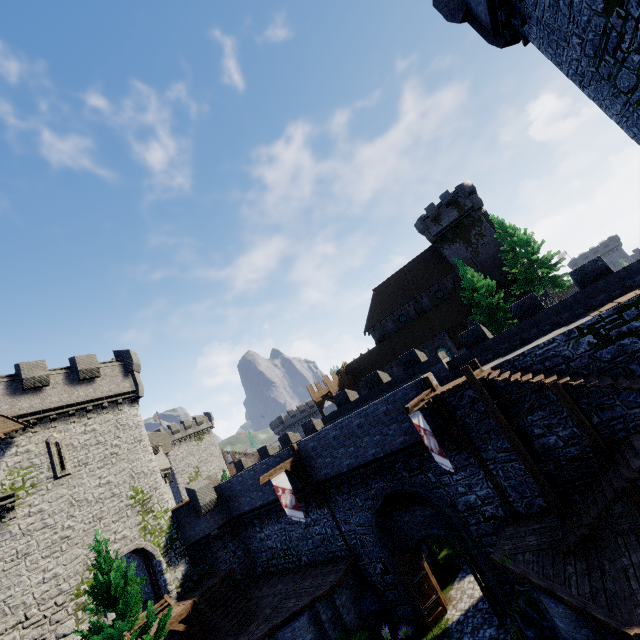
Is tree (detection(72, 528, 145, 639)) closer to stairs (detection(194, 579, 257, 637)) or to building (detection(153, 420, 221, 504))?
stairs (detection(194, 579, 257, 637))

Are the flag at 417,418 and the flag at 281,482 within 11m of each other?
yes

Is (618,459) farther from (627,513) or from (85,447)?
(85,447)

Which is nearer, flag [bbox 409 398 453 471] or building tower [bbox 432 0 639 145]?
building tower [bbox 432 0 639 145]

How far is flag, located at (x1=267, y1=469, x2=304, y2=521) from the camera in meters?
17.3

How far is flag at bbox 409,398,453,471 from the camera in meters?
12.7

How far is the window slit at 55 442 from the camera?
19.8m

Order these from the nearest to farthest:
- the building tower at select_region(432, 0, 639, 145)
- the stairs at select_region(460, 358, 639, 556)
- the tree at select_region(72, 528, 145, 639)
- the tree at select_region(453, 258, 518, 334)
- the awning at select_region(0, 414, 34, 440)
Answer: the building tower at select_region(432, 0, 639, 145) → the stairs at select_region(460, 358, 639, 556) → the tree at select_region(72, 528, 145, 639) → the awning at select_region(0, 414, 34, 440) → the tree at select_region(453, 258, 518, 334)
